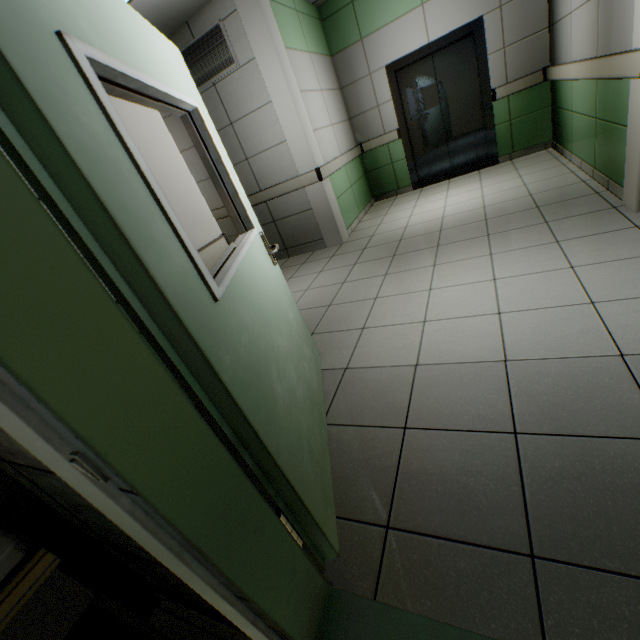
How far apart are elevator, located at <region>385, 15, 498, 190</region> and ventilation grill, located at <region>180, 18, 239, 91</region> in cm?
274

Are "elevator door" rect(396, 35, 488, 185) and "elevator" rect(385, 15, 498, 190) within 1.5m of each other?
yes

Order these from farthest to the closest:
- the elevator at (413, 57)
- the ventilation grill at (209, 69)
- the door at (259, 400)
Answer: the elevator at (413, 57) → the ventilation grill at (209, 69) → the door at (259, 400)

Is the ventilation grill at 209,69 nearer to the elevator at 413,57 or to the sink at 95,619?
the elevator at 413,57

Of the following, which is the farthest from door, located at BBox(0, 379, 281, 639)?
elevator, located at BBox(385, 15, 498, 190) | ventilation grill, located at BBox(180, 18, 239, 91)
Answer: elevator, located at BBox(385, 15, 498, 190)

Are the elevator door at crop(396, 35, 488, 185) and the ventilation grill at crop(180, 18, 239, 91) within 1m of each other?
no

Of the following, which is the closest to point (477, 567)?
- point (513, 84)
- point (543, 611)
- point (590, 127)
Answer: point (543, 611)

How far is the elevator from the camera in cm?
488
